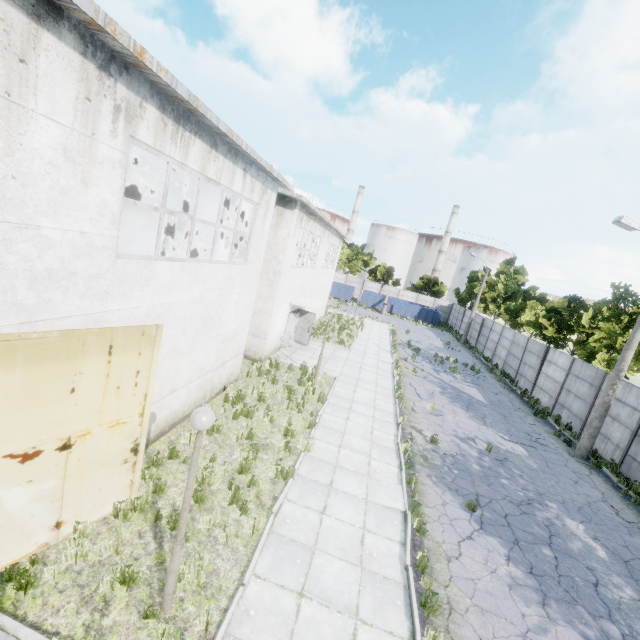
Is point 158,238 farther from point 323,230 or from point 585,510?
point 323,230

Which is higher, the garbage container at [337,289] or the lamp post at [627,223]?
the lamp post at [627,223]

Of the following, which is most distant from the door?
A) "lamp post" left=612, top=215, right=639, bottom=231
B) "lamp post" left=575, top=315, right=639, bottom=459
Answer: "lamp post" left=575, top=315, right=639, bottom=459

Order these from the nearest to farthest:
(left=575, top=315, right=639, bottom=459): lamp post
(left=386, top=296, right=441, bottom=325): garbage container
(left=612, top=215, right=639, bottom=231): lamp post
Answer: (left=612, top=215, right=639, bottom=231): lamp post < (left=575, top=315, right=639, bottom=459): lamp post < (left=386, top=296, right=441, bottom=325): garbage container

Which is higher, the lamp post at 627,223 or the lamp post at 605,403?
the lamp post at 627,223

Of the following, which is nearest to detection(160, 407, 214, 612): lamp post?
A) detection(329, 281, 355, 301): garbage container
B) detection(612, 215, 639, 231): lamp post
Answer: detection(612, 215, 639, 231): lamp post

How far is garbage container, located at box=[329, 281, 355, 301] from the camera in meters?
48.6

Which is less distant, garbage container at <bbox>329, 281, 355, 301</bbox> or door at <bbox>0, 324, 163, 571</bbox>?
door at <bbox>0, 324, 163, 571</bbox>
